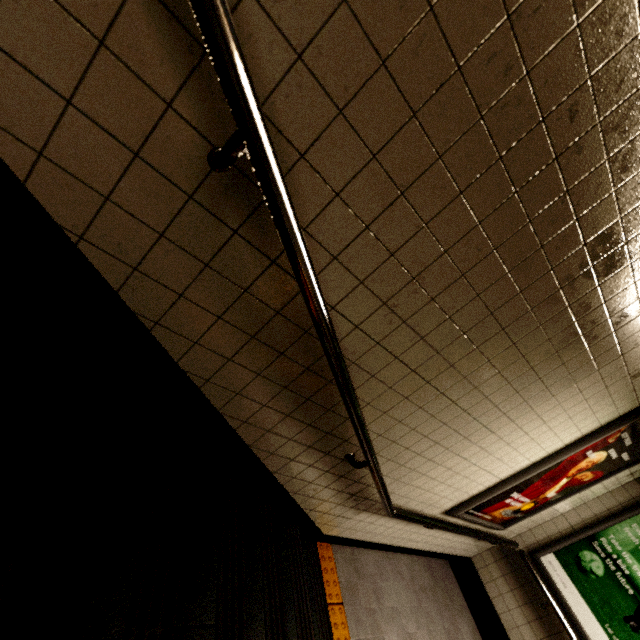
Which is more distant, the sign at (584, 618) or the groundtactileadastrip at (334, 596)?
the sign at (584, 618)

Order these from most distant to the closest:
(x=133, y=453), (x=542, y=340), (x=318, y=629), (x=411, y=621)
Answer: (x=411, y=621)
(x=318, y=629)
(x=542, y=340)
(x=133, y=453)

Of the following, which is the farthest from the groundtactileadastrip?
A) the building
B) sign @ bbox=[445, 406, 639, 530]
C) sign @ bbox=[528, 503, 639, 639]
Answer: sign @ bbox=[528, 503, 639, 639]

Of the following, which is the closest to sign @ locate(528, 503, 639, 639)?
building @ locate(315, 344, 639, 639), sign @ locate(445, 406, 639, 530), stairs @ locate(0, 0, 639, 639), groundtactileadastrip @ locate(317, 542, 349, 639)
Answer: building @ locate(315, 344, 639, 639)

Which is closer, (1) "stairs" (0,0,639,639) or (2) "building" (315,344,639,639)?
(1) "stairs" (0,0,639,639)

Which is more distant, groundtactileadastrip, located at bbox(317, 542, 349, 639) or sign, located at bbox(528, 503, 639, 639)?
sign, located at bbox(528, 503, 639, 639)

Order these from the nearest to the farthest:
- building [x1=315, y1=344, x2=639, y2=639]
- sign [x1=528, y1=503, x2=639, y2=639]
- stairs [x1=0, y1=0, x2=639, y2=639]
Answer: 1. stairs [x1=0, y1=0, x2=639, y2=639]
2. building [x1=315, y1=344, x2=639, y2=639]
3. sign [x1=528, y1=503, x2=639, y2=639]

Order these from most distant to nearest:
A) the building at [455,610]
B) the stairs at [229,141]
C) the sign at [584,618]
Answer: the sign at [584,618], the building at [455,610], the stairs at [229,141]
